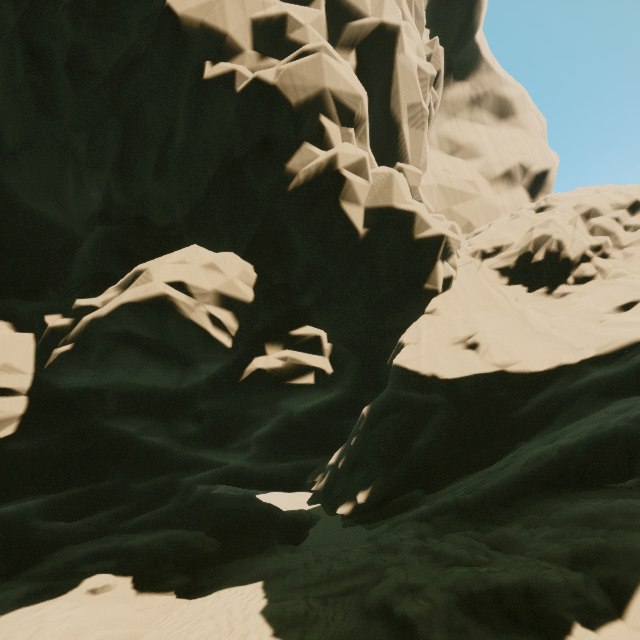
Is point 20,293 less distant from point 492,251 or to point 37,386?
point 37,386
